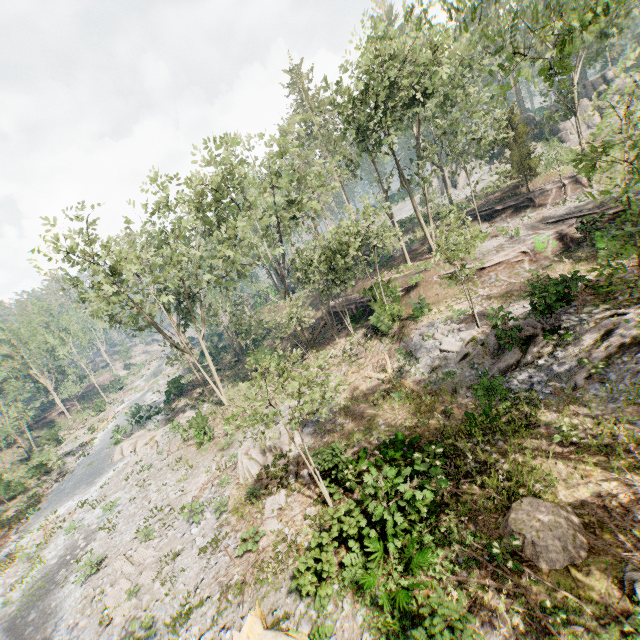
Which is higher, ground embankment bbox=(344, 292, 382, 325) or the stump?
ground embankment bbox=(344, 292, 382, 325)

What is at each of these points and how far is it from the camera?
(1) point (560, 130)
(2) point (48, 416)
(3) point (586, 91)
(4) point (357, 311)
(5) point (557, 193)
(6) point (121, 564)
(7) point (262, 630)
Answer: (1) rock, 42.34m
(2) ground embankment, 52.91m
(3) rock, 42.69m
(4) ground embankment, 29.62m
(5) ground embankment, 30.42m
(6) foliage, 15.03m
(7) tree trunk, 8.89m

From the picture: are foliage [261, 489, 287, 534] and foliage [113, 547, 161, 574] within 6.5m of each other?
yes

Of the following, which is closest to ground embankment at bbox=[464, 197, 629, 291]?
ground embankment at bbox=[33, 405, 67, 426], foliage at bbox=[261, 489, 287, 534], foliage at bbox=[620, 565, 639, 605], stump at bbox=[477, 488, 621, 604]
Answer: stump at bbox=[477, 488, 621, 604]

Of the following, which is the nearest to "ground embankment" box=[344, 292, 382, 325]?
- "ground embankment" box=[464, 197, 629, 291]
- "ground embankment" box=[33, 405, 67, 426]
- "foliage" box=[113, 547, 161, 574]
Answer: "ground embankment" box=[464, 197, 629, 291]

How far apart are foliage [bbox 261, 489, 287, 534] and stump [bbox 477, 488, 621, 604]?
7.49m

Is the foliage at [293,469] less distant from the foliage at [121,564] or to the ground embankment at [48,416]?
the ground embankment at [48,416]

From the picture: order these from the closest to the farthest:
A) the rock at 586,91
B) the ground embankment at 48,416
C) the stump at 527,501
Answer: the stump at 527,501 < the rock at 586,91 < the ground embankment at 48,416
